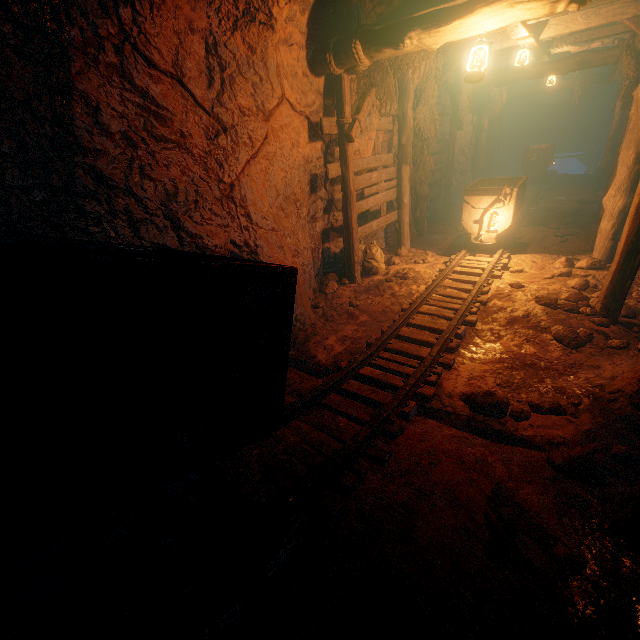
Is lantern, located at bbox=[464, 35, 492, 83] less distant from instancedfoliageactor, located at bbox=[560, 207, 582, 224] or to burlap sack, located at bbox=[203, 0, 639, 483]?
burlap sack, located at bbox=[203, 0, 639, 483]

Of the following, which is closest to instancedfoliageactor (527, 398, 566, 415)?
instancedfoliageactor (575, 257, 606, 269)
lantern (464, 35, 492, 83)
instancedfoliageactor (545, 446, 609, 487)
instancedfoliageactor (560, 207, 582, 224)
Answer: instancedfoliageactor (545, 446, 609, 487)

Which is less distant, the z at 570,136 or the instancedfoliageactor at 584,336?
the instancedfoliageactor at 584,336

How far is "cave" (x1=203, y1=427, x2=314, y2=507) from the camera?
2.1m

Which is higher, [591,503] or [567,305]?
[567,305]

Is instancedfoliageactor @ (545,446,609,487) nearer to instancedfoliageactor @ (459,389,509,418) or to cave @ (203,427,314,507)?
cave @ (203,427,314,507)

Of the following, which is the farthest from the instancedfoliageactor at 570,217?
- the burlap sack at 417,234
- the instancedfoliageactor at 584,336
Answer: the instancedfoliageactor at 584,336

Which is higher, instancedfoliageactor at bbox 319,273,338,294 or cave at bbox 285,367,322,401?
instancedfoliageactor at bbox 319,273,338,294
